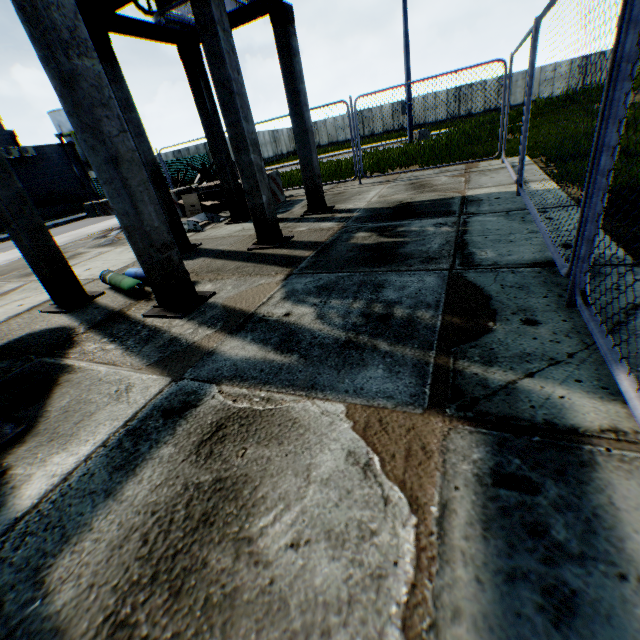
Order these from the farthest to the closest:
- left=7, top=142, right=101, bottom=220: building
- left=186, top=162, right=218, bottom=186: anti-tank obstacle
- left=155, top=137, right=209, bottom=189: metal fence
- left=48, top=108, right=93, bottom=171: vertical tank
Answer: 1. left=48, top=108, right=93, bottom=171: vertical tank
2. left=7, top=142, right=101, bottom=220: building
3. left=186, top=162, right=218, bottom=186: anti-tank obstacle
4. left=155, top=137, right=209, bottom=189: metal fence

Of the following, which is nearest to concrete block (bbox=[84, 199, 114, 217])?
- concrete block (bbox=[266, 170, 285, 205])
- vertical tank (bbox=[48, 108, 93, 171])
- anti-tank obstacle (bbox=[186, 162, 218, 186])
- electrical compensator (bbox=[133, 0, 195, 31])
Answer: anti-tank obstacle (bbox=[186, 162, 218, 186])

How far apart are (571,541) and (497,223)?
4.0 meters

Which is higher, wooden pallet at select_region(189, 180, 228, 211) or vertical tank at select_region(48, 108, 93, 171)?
vertical tank at select_region(48, 108, 93, 171)

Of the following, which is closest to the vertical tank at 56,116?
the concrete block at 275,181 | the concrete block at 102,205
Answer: the concrete block at 102,205

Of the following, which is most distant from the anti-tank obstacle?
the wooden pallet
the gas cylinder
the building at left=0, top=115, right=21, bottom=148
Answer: the building at left=0, top=115, right=21, bottom=148

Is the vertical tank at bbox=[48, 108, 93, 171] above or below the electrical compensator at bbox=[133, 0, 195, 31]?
above

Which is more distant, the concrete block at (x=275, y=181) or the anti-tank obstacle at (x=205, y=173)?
the anti-tank obstacle at (x=205, y=173)
